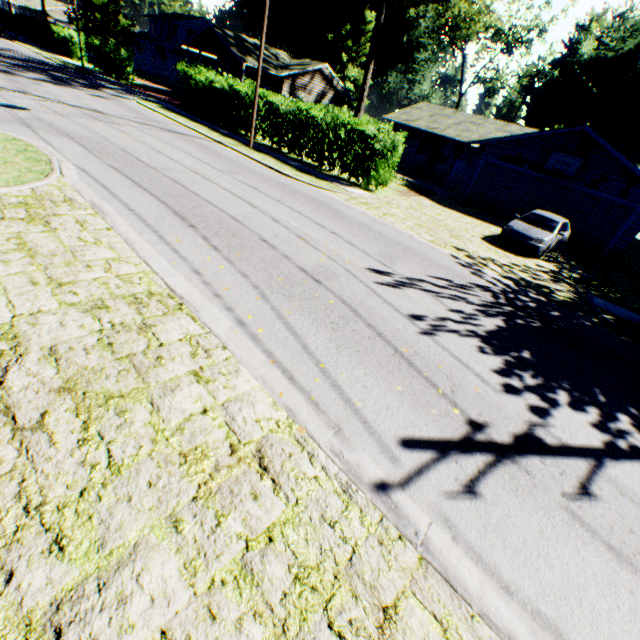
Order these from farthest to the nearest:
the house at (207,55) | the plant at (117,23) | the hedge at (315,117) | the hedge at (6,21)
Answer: the hedge at (6,21)
the plant at (117,23)
the house at (207,55)
the hedge at (315,117)

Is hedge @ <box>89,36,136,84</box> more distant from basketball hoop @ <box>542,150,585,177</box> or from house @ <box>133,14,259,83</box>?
basketball hoop @ <box>542,150,585,177</box>

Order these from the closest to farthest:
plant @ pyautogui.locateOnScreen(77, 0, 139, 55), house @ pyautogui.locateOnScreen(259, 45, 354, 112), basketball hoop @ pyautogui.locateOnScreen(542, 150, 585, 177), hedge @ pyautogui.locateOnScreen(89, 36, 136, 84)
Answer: basketball hoop @ pyautogui.locateOnScreen(542, 150, 585, 177), hedge @ pyautogui.locateOnScreen(89, 36, 136, 84), house @ pyautogui.locateOnScreen(259, 45, 354, 112), plant @ pyautogui.locateOnScreen(77, 0, 139, 55)

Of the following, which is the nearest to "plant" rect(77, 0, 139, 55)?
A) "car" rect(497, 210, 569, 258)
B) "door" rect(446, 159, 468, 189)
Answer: "door" rect(446, 159, 468, 189)

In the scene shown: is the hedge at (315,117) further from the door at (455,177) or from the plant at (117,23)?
the plant at (117,23)

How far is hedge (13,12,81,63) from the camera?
37.28m

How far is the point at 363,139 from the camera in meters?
16.2 m

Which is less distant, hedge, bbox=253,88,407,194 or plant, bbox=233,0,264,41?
hedge, bbox=253,88,407,194
